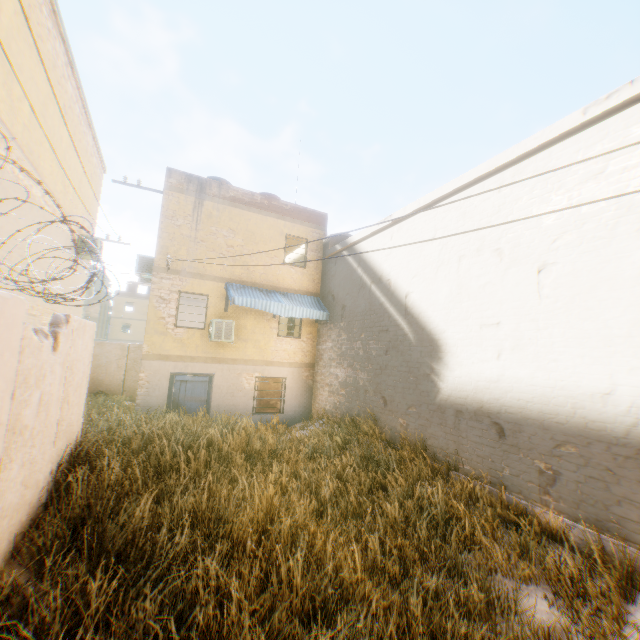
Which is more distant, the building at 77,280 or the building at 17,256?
the building at 77,280

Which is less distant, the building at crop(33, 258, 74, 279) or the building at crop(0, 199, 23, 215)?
the building at crop(0, 199, 23, 215)

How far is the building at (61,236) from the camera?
8.60m

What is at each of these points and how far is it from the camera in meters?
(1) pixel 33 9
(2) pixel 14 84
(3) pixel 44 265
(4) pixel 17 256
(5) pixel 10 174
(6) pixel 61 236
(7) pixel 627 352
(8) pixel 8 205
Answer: (1) building, 7.0
(2) building, 6.6
(3) building, 9.4
(4) building, 7.6
(5) building, 6.9
(6) building, 10.5
(7) building, 4.9
(8) building, 6.9

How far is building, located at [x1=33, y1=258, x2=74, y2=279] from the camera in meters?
8.9

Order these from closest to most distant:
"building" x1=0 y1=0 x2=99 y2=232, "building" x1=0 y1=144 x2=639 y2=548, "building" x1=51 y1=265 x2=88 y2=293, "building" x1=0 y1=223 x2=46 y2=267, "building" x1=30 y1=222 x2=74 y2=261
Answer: "building" x1=0 y1=144 x2=639 y2=548 < "building" x1=0 y1=0 x2=99 y2=232 < "building" x1=0 y1=223 x2=46 y2=267 < "building" x1=30 y1=222 x2=74 y2=261 < "building" x1=51 y1=265 x2=88 y2=293

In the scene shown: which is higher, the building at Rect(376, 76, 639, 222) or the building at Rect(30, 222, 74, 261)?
the building at Rect(376, 76, 639, 222)
